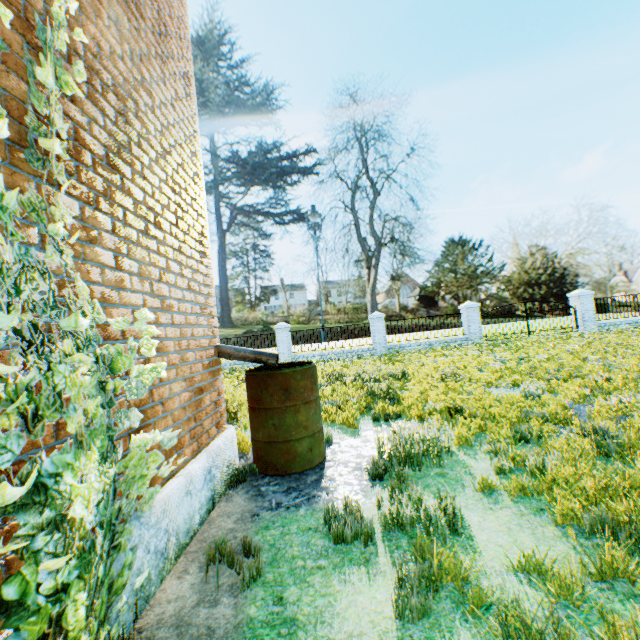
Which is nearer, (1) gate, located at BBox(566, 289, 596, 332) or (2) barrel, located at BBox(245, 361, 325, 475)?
(2) barrel, located at BBox(245, 361, 325, 475)

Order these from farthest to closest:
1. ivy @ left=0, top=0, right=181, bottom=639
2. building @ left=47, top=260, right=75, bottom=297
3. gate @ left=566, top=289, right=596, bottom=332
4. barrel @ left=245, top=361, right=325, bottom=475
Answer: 1. gate @ left=566, top=289, right=596, bottom=332
2. barrel @ left=245, top=361, right=325, bottom=475
3. building @ left=47, top=260, right=75, bottom=297
4. ivy @ left=0, top=0, right=181, bottom=639

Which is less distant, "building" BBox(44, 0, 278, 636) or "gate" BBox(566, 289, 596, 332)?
"building" BBox(44, 0, 278, 636)

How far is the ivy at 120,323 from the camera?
2.0m

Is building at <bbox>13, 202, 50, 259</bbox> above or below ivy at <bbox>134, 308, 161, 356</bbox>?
above

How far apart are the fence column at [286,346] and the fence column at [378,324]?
4.6 meters

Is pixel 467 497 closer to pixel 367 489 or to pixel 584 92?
pixel 367 489

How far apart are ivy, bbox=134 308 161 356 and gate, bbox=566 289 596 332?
21.3m
